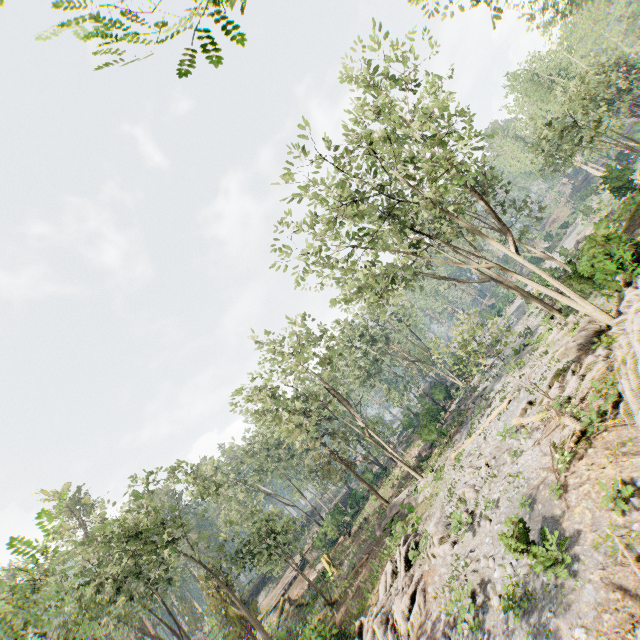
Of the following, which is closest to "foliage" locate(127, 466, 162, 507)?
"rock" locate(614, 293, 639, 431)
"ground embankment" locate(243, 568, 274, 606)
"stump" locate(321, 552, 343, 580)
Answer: "rock" locate(614, 293, 639, 431)

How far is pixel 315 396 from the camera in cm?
3566

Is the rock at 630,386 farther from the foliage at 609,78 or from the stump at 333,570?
the stump at 333,570

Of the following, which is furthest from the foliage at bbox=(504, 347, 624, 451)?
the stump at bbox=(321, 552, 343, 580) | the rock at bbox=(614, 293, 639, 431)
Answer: the stump at bbox=(321, 552, 343, 580)

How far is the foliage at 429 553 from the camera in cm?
1531

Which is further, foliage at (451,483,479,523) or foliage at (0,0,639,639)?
foliage at (0,0,639,639)

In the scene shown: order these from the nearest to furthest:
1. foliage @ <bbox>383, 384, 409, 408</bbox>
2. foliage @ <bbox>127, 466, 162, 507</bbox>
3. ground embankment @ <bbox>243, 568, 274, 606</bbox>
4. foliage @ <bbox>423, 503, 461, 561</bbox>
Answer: foliage @ <bbox>423, 503, 461, 561</bbox>, foliage @ <bbox>127, 466, 162, 507</bbox>, foliage @ <bbox>383, 384, 409, 408</bbox>, ground embankment @ <bbox>243, 568, 274, 606</bbox>

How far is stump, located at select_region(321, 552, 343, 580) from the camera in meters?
29.9 m
